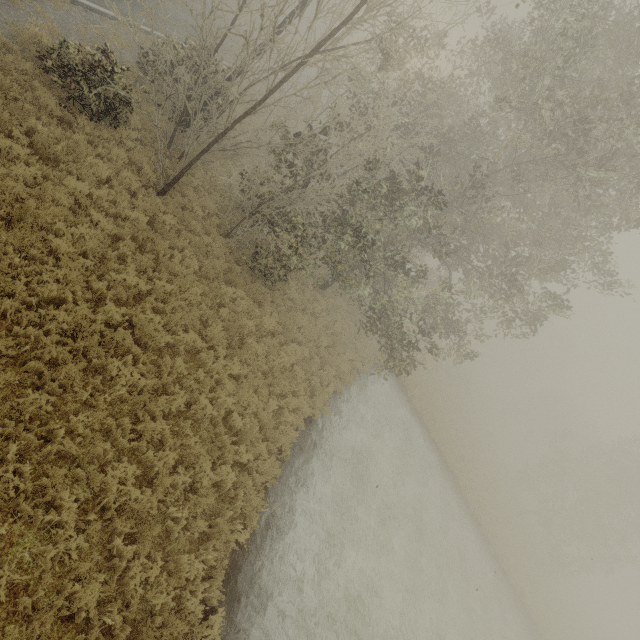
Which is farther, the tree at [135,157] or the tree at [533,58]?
the tree at [135,157]

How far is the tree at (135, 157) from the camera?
10.00m

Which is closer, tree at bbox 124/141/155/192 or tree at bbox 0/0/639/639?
tree at bbox 0/0/639/639

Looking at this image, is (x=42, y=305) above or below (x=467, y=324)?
below

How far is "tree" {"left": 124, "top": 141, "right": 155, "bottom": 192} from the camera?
10.0 meters
